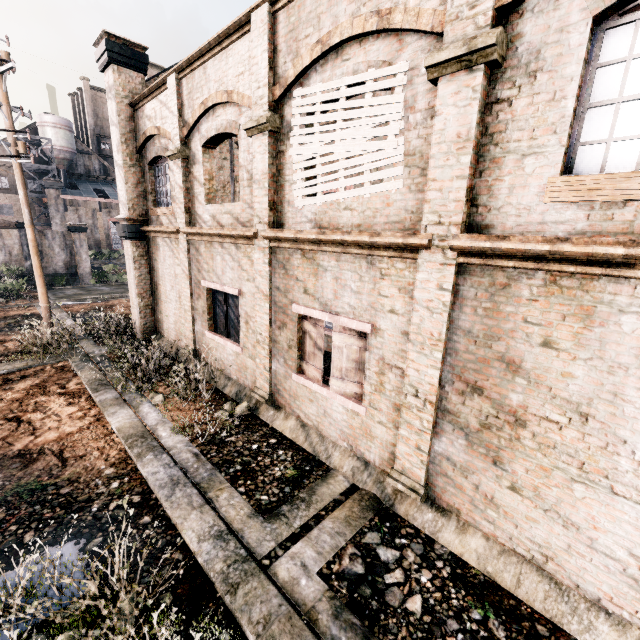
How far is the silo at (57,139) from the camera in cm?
5412

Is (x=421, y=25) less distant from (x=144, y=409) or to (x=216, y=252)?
(x=216, y=252)

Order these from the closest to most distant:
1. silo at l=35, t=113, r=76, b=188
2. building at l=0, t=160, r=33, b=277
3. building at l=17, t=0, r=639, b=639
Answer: building at l=17, t=0, r=639, b=639
building at l=0, t=160, r=33, b=277
silo at l=35, t=113, r=76, b=188

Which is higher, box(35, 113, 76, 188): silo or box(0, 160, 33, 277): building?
box(35, 113, 76, 188): silo

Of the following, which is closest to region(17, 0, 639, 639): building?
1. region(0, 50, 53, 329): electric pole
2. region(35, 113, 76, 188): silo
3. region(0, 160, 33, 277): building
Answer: region(0, 50, 53, 329): electric pole

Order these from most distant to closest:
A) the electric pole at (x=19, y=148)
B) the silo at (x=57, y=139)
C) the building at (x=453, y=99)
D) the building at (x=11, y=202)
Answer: the silo at (x=57, y=139) → the building at (x=11, y=202) → the electric pole at (x=19, y=148) → the building at (x=453, y=99)

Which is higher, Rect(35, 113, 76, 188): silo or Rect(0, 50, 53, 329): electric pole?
Rect(35, 113, 76, 188): silo
